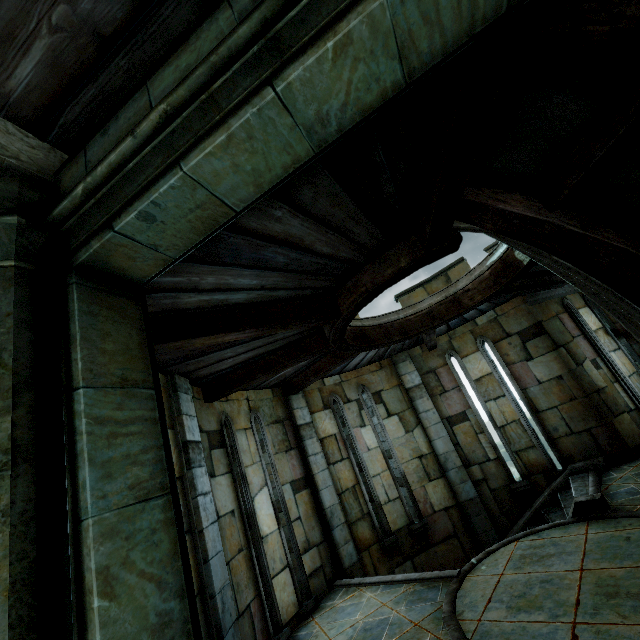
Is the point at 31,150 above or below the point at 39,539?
above
